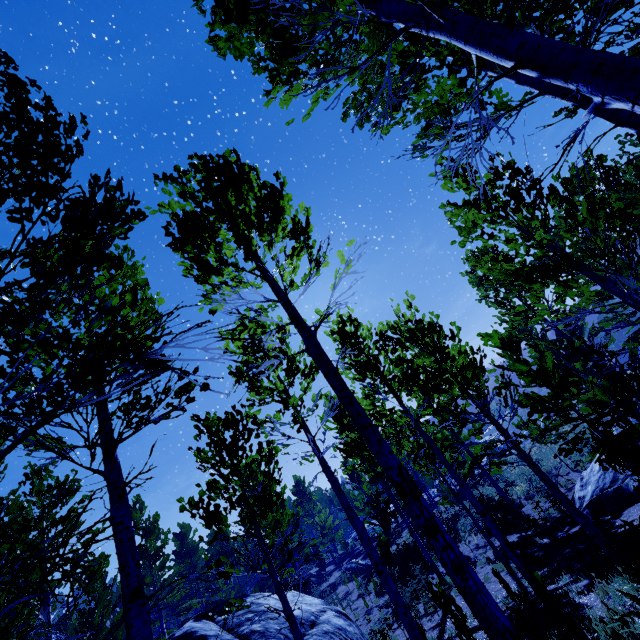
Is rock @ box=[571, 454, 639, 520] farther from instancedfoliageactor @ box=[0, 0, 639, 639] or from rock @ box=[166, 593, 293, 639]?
rock @ box=[166, 593, 293, 639]

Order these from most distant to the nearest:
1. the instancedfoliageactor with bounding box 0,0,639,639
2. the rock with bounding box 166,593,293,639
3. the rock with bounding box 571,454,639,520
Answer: the rock with bounding box 571,454,639,520
the rock with bounding box 166,593,293,639
the instancedfoliageactor with bounding box 0,0,639,639

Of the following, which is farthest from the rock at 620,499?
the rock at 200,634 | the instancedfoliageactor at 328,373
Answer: the rock at 200,634

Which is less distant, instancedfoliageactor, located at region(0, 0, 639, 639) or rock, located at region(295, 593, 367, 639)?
instancedfoliageactor, located at region(0, 0, 639, 639)

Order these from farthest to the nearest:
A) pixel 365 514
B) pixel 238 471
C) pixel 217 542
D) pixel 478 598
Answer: pixel 365 514
pixel 217 542
pixel 238 471
pixel 478 598

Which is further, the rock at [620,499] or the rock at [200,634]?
the rock at [620,499]

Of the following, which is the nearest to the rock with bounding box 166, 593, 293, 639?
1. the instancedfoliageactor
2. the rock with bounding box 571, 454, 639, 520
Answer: the instancedfoliageactor
